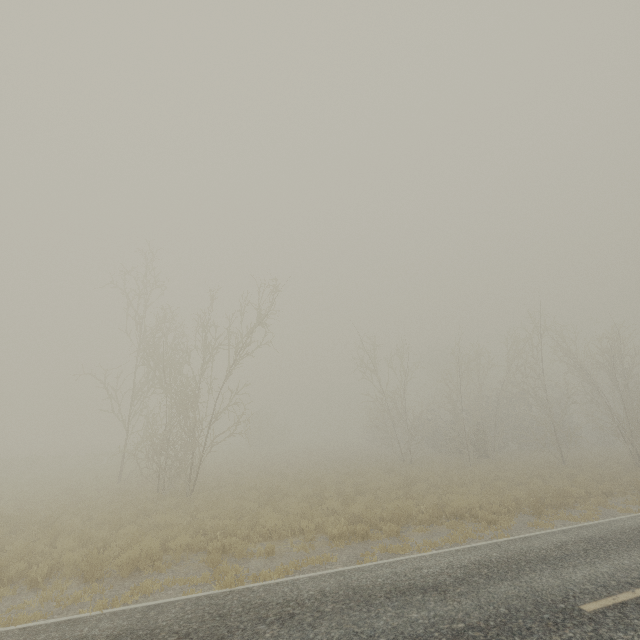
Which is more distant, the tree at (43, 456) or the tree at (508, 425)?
the tree at (508, 425)

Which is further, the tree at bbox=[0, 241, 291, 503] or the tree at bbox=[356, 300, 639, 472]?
the tree at bbox=[356, 300, 639, 472]

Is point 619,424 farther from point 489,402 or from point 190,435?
point 190,435
